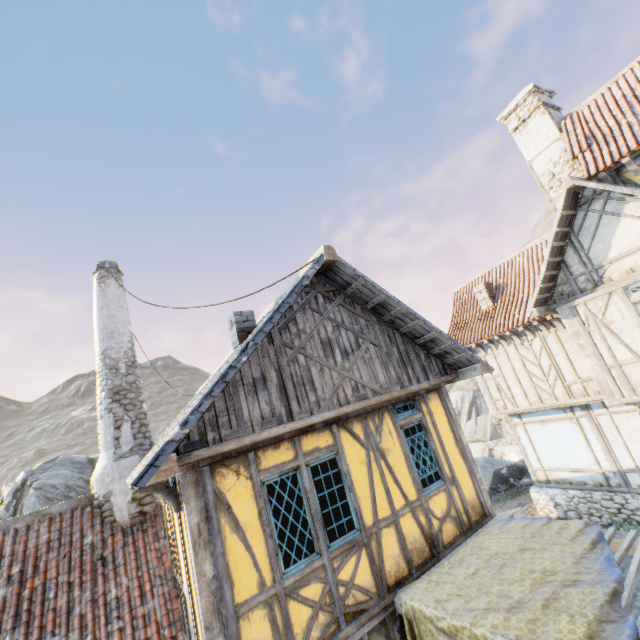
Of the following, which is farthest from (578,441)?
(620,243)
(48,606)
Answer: (48,606)

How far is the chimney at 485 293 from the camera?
13.5m

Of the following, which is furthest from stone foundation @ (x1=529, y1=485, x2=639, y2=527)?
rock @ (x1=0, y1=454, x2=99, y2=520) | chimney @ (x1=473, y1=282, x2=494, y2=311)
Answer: rock @ (x1=0, y1=454, x2=99, y2=520)

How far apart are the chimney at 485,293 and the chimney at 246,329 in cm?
1043

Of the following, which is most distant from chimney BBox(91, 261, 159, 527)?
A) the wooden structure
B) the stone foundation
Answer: the stone foundation

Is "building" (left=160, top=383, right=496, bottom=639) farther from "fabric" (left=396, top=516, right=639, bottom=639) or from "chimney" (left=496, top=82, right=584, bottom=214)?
"chimney" (left=496, top=82, right=584, bottom=214)

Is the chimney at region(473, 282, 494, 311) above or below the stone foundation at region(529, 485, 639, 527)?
above

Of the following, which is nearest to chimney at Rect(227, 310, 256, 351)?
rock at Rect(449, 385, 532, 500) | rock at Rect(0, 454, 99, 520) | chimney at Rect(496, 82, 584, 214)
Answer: rock at Rect(0, 454, 99, 520)
